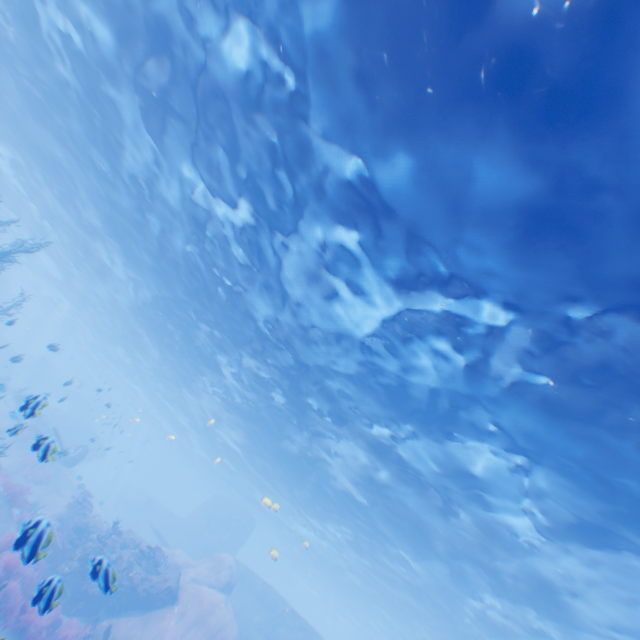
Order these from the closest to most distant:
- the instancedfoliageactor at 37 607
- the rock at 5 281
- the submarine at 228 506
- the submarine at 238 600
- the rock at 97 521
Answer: the instancedfoliageactor at 37 607 < the rock at 97 521 < the submarine at 238 600 < the submarine at 228 506 < the rock at 5 281

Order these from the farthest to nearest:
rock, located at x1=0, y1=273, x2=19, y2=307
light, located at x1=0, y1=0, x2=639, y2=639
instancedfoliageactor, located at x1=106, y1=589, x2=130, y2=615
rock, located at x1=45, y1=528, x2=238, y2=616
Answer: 1. rock, located at x1=0, y1=273, x2=19, y2=307
2. instancedfoliageactor, located at x1=106, y1=589, x2=130, y2=615
3. light, located at x1=0, y1=0, x2=639, y2=639
4. rock, located at x1=45, y1=528, x2=238, y2=616

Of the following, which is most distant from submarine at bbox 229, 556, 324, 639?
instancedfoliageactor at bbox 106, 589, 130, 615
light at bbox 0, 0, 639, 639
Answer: instancedfoliageactor at bbox 106, 589, 130, 615

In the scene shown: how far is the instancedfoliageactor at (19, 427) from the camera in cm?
754

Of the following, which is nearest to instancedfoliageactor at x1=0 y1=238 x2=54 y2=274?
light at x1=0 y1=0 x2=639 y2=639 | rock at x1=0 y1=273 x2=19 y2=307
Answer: rock at x1=0 y1=273 x2=19 y2=307

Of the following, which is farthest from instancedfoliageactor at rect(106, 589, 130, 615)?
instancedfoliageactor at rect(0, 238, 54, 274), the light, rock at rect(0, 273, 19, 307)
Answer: the light

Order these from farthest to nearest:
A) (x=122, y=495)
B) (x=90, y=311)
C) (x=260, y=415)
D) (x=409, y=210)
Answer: (x=122, y=495) < (x=90, y=311) < (x=260, y=415) < (x=409, y=210)

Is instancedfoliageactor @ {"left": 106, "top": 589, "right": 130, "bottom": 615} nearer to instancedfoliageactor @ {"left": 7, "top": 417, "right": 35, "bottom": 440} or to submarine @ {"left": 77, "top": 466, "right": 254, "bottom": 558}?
instancedfoliageactor @ {"left": 7, "top": 417, "right": 35, "bottom": 440}
